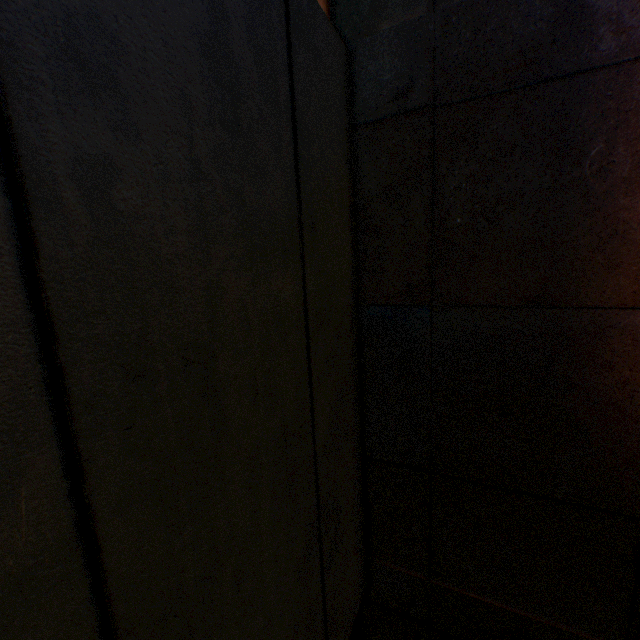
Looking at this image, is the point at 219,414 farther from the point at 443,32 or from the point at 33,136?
the point at 443,32
